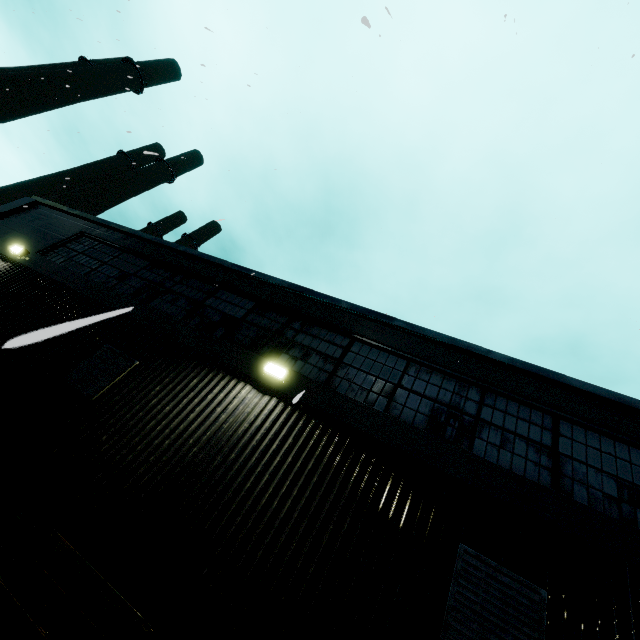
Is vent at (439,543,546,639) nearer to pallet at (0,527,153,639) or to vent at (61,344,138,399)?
pallet at (0,527,153,639)

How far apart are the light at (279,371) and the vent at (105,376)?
2.6m

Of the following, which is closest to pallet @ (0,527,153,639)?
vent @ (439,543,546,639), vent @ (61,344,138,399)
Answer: vent @ (61,344,138,399)

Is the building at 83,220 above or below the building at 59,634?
above

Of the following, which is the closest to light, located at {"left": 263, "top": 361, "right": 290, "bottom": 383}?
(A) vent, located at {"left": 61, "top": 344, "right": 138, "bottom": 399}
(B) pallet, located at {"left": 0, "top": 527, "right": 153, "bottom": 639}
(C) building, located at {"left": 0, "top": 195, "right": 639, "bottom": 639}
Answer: (C) building, located at {"left": 0, "top": 195, "right": 639, "bottom": 639}

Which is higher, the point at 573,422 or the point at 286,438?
the point at 573,422

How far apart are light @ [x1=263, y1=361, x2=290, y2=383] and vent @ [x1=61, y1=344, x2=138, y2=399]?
2.6 meters

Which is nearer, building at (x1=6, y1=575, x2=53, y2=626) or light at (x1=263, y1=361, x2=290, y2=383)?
building at (x1=6, y1=575, x2=53, y2=626)
